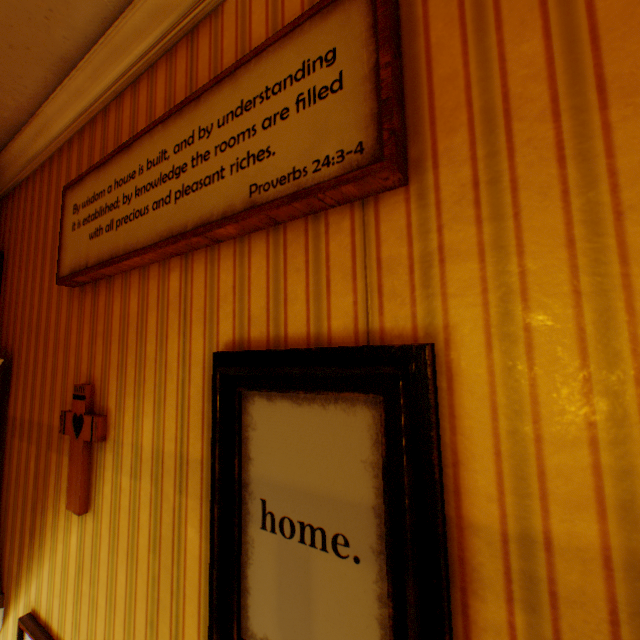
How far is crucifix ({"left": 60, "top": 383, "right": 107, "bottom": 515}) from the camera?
1.6m

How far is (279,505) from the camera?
1.0m

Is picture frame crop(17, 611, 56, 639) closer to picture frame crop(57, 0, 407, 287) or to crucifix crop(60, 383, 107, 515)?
crucifix crop(60, 383, 107, 515)

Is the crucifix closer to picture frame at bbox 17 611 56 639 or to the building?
the building

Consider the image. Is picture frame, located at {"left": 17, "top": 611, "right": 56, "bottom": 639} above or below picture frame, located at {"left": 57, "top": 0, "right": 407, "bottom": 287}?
below

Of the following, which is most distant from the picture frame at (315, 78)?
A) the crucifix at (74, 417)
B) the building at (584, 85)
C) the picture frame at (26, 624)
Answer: the picture frame at (26, 624)

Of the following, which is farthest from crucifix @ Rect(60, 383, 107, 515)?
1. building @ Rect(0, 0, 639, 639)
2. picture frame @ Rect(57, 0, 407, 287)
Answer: picture frame @ Rect(57, 0, 407, 287)

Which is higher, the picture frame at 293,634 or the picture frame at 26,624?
the picture frame at 293,634
